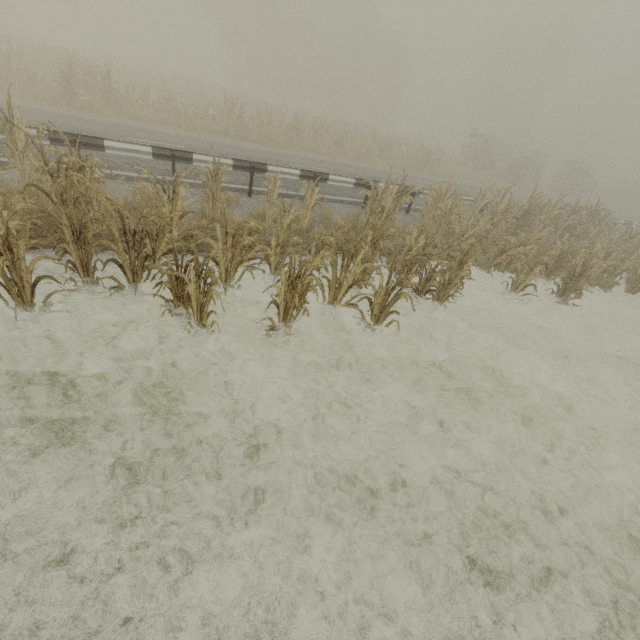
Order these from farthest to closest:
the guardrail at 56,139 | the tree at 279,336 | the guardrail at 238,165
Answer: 1. the guardrail at 238,165
2. the guardrail at 56,139
3. the tree at 279,336

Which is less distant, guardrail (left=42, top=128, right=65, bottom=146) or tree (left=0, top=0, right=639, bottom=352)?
tree (left=0, top=0, right=639, bottom=352)

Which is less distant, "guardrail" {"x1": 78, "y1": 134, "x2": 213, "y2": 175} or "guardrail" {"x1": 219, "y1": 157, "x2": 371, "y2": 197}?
"guardrail" {"x1": 78, "y1": 134, "x2": 213, "y2": 175}

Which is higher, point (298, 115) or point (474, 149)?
Result: point (474, 149)

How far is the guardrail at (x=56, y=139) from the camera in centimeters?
696cm

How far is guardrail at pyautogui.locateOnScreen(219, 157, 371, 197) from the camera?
8.9m
